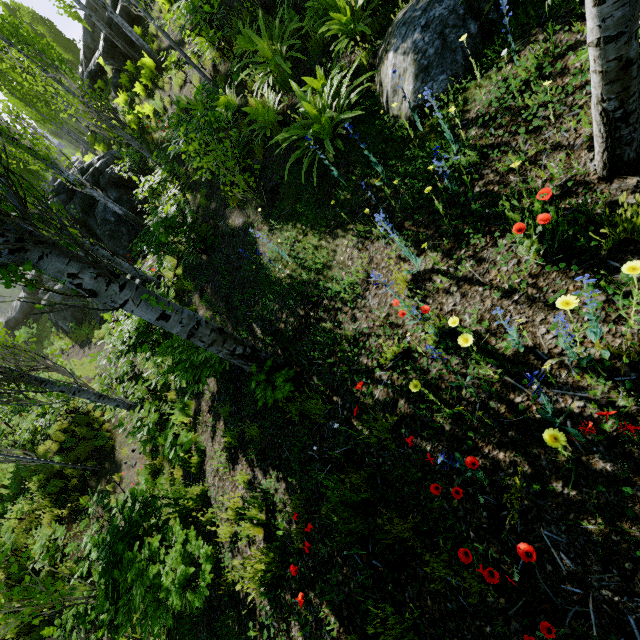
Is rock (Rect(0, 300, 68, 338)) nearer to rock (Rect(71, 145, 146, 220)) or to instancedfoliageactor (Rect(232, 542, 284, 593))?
rock (Rect(71, 145, 146, 220))

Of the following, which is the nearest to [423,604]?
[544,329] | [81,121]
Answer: [544,329]

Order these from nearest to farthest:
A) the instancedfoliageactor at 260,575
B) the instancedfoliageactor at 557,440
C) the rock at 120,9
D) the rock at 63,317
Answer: the instancedfoliageactor at 557,440, the instancedfoliageactor at 260,575, the rock at 120,9, the rock at 63,317

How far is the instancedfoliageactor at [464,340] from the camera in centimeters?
199cm

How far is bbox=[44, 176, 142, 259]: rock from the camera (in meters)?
14.96

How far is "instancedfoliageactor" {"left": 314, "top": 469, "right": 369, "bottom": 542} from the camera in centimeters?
265cm
